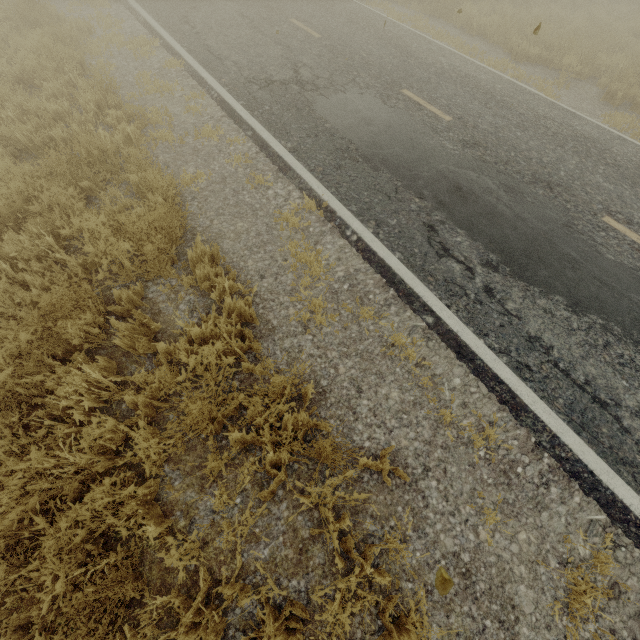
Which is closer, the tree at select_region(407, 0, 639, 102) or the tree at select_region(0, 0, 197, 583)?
the tree at select_region(0, 0, 197, 583)

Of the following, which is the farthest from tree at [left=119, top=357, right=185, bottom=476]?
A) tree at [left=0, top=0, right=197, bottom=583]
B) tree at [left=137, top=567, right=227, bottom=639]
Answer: tree at [left=0, top=0, right=197, bottom=583]

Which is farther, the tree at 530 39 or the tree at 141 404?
the tree at 530 39

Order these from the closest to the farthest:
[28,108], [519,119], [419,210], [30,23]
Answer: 1. [419,210]
2. [28,108]
3. [519,119]
4. [30,23]

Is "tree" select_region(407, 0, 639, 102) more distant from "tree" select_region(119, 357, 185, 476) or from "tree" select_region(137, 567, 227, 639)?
"tree" select_region(137, 567, 227, 639)

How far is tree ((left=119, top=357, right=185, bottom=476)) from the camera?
2.72m

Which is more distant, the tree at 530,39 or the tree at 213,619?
the tree at 530,39
